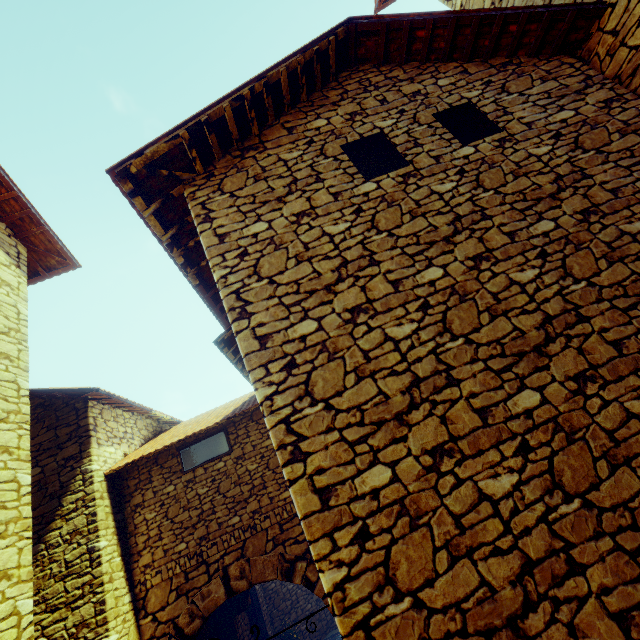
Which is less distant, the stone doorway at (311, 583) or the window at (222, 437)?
the stone doorway at (311, 583)

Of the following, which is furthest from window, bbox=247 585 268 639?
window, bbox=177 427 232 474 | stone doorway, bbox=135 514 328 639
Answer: window, bbox=177 427 232 474

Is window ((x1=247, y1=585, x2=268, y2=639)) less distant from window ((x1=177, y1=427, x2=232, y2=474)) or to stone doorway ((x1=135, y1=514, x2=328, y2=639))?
stone doorway ((x1=135, y1=514, x2=328, y2=639))

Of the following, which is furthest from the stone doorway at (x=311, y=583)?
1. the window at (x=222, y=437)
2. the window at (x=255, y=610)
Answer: the window at (x=255, y=610)

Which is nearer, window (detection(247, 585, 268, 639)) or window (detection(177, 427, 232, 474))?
window (detection(177, 427, 232, 474))

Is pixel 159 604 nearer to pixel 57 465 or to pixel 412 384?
pixel 57 465

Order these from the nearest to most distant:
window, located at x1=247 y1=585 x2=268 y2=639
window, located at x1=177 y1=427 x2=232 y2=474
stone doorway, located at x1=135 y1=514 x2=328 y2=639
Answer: stone doorway, located at x1=135 y1=514 x2=328 y2=639
window, located at x1=177 y1=427 x2=232 y2=474
window, located at x1=247 y1=585 x2=268 y2=639
